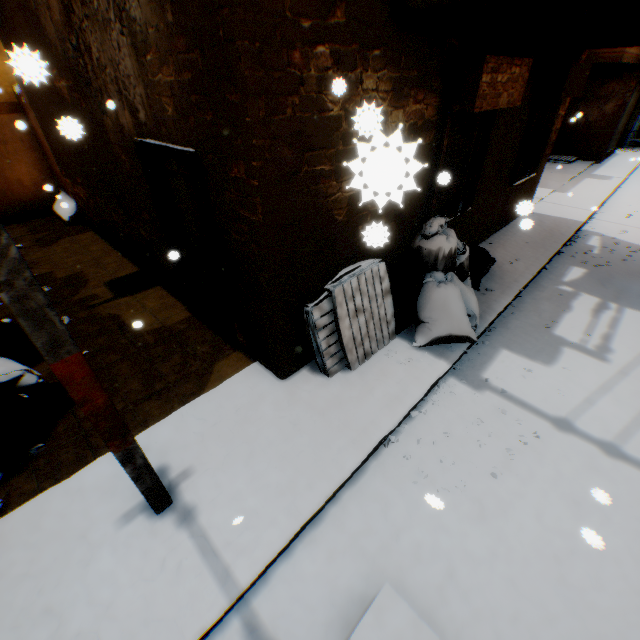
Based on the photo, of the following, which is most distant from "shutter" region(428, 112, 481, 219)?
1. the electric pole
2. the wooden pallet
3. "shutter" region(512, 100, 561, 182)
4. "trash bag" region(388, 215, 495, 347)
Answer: the electric pole

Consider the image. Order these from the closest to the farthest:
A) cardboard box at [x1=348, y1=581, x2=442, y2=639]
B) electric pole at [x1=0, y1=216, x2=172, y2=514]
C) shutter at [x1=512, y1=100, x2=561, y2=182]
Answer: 1. electric pole at [x1=0, y1=216, x2=172, y2=514]
2. cardboard box at [x1=348, y1=581, x2=442, y2=639]
3. shutter at [x1=512, y1=100, x2=561, y2=182]

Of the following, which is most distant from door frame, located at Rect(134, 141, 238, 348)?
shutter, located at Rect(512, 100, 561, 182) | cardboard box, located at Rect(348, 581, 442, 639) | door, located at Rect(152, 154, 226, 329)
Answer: shutter, located at Rect(512, 100, 561, 182)

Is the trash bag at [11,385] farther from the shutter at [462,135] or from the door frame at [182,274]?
the shutter at [462,135]

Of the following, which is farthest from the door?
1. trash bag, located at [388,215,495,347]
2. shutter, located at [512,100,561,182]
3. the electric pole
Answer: shutter, located at [512,100,561,182]

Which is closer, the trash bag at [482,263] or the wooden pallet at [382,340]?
the wooden pallet at [382,340]

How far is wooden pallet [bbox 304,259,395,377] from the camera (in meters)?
3.92

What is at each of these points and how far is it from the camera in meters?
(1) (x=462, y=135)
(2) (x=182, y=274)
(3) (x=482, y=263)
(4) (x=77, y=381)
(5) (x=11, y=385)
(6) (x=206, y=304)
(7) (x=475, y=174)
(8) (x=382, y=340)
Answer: (1) shutter, 4.6 m
(2) door frame, 5.1 m
(3) trash bag, 6.0 m
(4) electric pole, 1.9 m
(5) trash bag, 3.9 m
(6) door, 5.2 m
(7) shutter, 5.4 m
(8) wooden pallet, 4.6 m
